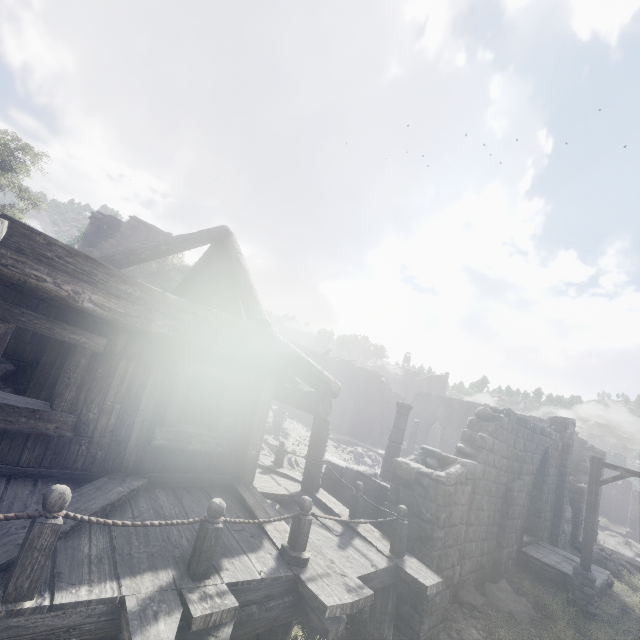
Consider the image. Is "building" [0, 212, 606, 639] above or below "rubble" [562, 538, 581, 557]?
above

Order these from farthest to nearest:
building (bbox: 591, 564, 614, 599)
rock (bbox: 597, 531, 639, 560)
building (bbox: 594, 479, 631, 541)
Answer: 1. rock (bbox: 597, 531, 639, 560)
2. building (bbox: 594, 479, 631, 541)
3. building (bbox: 591, 564, 614, 599)

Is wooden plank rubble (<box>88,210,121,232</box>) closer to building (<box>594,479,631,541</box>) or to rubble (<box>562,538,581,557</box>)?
building (<box>594,479,631,541</box>)

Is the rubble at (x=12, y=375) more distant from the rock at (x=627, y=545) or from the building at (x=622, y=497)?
the rock at (x=627, y=545)

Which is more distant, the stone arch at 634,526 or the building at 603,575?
the stone arch at 634,526

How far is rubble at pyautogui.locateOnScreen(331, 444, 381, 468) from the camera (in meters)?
20.59

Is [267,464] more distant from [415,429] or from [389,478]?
[415,429]

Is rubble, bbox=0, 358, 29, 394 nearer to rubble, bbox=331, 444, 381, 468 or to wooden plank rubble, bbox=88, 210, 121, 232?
wooden plank rubble, bbox=88, 210, 121, 232
